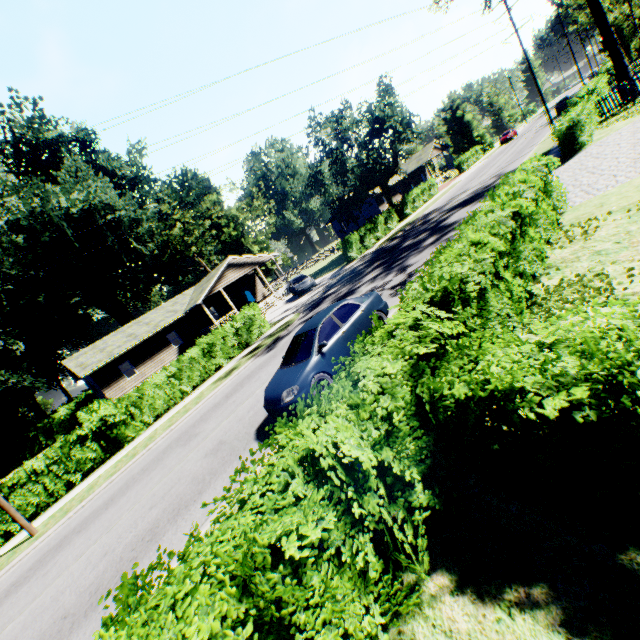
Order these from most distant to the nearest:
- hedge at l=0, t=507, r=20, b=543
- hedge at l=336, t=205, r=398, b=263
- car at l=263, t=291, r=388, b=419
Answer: hedge at l=336, t=205, r=398, b=263
hedge at l=0, t=507, r=20, b=543
car at l=263, t=291, r=388, b=419

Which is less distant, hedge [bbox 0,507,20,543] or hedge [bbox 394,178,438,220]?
hedge [bbox 0,507,20,543]

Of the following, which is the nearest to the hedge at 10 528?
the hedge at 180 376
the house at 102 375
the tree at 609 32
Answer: the hedge at 180 376

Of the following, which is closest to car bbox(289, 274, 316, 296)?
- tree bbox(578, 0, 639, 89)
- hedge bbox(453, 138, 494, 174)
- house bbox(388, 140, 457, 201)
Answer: tree bbox(578, 0, 639, 89)

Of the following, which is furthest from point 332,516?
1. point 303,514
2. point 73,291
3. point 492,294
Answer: point 73,291

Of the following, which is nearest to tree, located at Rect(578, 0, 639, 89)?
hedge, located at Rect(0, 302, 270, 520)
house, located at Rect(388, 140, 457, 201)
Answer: house, located at Rect(388, 140, 457, 201)

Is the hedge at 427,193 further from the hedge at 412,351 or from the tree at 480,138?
the hedge at 412,351

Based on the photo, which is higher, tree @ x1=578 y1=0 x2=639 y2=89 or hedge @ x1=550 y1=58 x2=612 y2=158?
tree @ x1=578 y1=0 x2=639 y2=89
